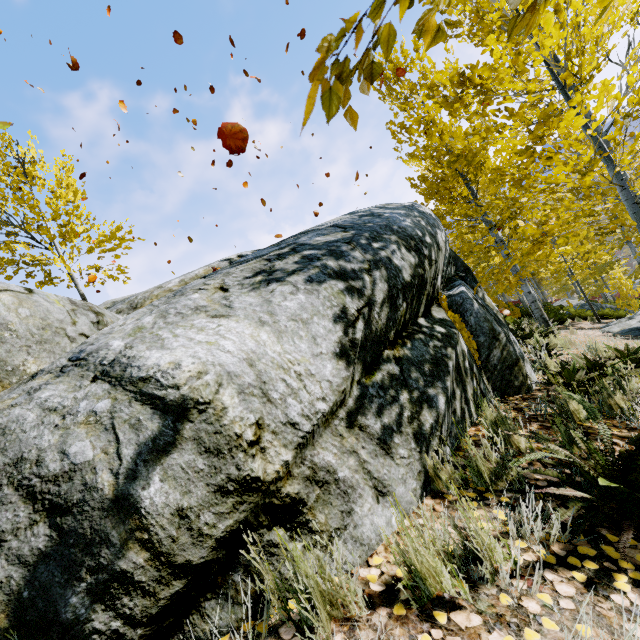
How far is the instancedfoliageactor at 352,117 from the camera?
0.9m

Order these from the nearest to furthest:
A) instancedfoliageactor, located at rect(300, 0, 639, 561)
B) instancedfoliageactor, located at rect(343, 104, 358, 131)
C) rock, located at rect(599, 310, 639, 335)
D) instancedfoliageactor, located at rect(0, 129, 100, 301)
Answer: instancedfoliageactor, located at rect(343, 104, 358, 131)
instancedfoliageactor, located at rect(300, 0, 639, 561)
instancedfoliageactor, located at rect(0, 129, 100, 301)
rock, located at rect(599, 310, 639, 335)

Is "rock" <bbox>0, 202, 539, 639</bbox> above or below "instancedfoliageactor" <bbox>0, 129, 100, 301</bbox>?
below

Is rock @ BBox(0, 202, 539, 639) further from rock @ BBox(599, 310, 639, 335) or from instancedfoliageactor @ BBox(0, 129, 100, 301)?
rock @ BBox(599, 310, 639, 335)

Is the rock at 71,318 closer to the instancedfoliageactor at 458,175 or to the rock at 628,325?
the instancedfoliageactor at 458,175

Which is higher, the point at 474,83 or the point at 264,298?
the point at 474,83

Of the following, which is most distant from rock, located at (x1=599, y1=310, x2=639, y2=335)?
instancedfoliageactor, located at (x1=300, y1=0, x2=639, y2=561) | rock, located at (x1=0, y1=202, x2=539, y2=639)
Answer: rock, located at (x1=0, y1=202, x2=539, y2=639)
